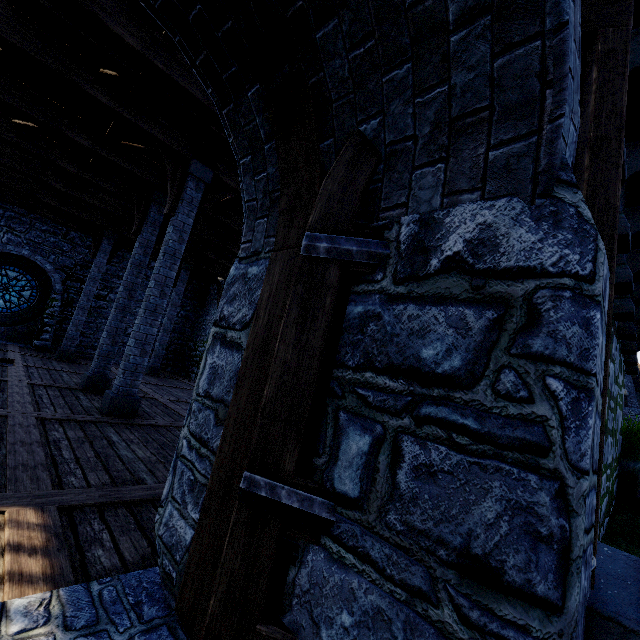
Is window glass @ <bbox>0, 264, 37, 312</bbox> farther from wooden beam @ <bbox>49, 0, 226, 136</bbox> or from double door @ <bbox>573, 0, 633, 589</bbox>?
double door @ <bbox>573, 0, 633, 589</bbox>

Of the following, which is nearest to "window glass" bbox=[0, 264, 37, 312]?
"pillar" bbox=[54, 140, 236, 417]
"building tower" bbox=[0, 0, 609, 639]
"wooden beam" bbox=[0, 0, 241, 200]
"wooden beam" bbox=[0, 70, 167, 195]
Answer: "building tower" bbox=[0, 0, 609, 639]

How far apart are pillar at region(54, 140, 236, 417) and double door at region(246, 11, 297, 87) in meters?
7.5 m

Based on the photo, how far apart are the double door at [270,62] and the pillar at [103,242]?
Answer: 7.48m

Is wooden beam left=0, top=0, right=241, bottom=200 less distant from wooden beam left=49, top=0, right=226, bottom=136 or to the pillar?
wooden beam left=49, top=0, right=226, bottom=136

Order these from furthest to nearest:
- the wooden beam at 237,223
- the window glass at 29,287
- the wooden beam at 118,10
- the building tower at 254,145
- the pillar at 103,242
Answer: the window glass at 29,287 < the wooden beam at 237,223 < the pillar at 103,242 < the wooden beam at 118,10 < the building tower at 254,145

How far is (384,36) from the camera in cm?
151

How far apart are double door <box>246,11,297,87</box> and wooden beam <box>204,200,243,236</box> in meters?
7.5 m
